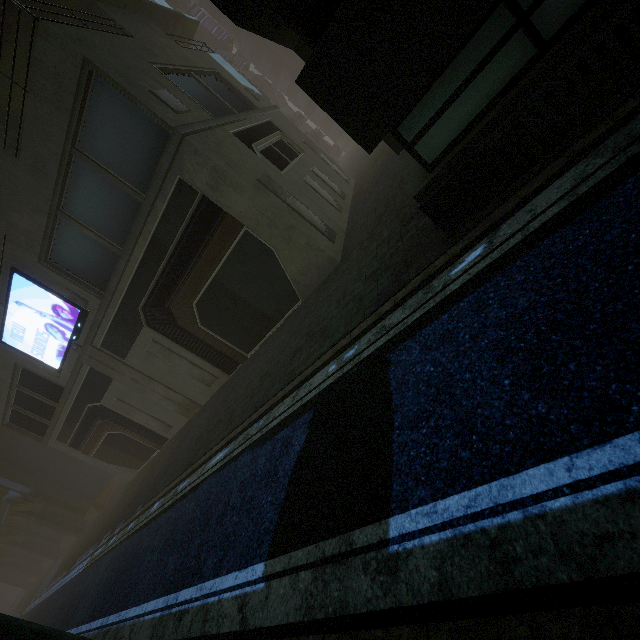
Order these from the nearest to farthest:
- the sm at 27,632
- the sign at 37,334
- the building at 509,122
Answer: the sm at 27,632
the building at 509,122
the sign at 37,334

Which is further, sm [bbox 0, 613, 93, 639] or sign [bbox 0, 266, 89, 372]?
sign [bbox 0, 266, 89, 372]

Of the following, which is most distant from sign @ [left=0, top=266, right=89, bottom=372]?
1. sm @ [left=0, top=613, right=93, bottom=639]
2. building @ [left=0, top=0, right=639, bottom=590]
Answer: sm @ [left=0, top=613, right=93, bottom=639]

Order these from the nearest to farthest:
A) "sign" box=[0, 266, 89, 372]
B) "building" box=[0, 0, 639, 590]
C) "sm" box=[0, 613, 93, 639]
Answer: "sm" box=[0, 613, 93, 639] → "building" box=[0, 0, 639, 590] → "sign" box=[0, 266, 89, 372]

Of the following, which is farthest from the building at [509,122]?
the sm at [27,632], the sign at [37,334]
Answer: the sm at [27,632]

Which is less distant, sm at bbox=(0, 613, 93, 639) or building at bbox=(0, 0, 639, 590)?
sm at bbox=(0, 613, 93, 639)

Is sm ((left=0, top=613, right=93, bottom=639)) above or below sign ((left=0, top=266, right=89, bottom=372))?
below

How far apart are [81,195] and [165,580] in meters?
11.9
